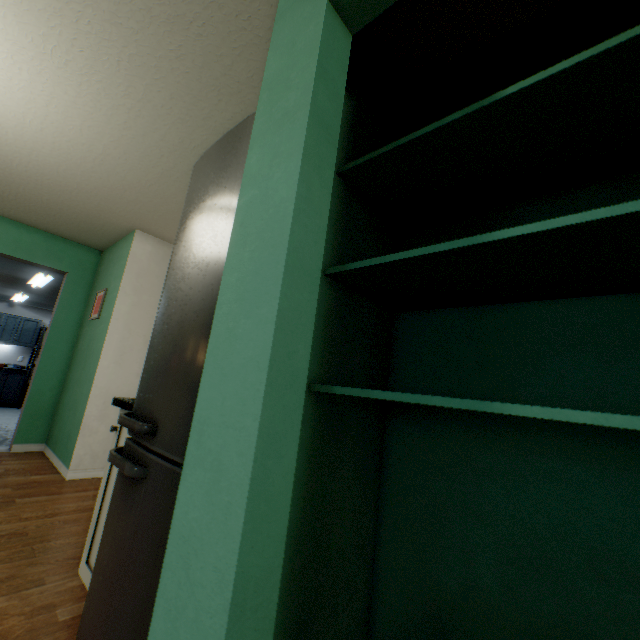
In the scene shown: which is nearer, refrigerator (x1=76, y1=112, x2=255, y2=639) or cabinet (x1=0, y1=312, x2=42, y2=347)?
refrigerator (x1=76, y1=112, x2=255, y2=639)

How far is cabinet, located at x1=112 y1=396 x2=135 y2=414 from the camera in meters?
1.4

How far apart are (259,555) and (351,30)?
1.4 meters

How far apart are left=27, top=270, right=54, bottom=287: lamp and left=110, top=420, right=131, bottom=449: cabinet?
4.49m

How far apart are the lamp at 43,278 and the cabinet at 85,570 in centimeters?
449cm
